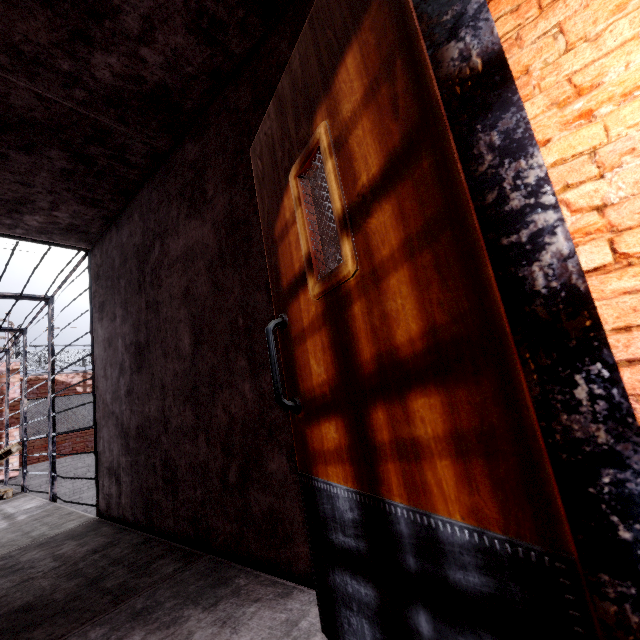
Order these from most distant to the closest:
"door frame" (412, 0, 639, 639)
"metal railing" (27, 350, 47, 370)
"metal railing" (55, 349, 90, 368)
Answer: "metal railing" (55, 349, 90, 368), "metal railing" (27, 350, 47, 370), "door frame" (412, 0, 639, 639)

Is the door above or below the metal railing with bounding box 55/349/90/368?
below

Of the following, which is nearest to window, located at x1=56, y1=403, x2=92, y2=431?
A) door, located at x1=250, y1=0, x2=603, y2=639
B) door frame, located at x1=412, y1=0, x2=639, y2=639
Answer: door, located at x1=250, y1=0, x2=603, y2=639

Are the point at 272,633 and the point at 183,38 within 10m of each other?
yes

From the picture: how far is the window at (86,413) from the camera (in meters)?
11.78

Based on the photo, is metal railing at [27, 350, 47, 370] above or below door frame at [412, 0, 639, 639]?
above

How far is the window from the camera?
11.8 meters

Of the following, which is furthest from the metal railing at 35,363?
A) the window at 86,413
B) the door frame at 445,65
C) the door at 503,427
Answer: the door frame at 445,65
